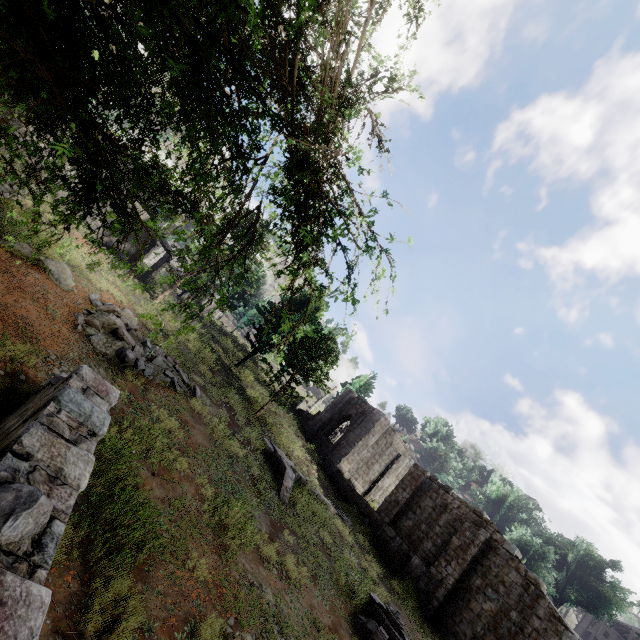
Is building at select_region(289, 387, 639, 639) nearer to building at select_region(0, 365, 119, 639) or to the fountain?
the fountain

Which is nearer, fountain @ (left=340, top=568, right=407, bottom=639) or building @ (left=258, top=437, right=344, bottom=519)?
fountain @ (left=340, top=568, right=407, bottom=639)

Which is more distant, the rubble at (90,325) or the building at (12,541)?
the rubble at (90,325)

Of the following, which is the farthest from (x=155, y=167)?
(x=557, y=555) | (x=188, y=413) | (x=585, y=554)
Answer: (x=585, y=554)

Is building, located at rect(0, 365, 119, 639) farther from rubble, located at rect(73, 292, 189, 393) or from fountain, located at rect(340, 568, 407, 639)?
fountain, located at rect(340, 568, 407, 639)

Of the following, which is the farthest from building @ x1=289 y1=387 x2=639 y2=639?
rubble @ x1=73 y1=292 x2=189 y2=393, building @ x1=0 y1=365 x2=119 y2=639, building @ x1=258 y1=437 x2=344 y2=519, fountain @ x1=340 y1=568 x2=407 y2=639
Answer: building @ x1=0 y1=365 x2=119 y2=639

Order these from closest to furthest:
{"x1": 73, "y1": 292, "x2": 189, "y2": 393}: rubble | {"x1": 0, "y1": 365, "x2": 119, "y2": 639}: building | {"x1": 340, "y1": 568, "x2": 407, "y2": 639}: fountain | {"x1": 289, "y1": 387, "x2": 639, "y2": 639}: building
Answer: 1. {"x1": 0, "y1": 365, "x2": 119, "y2": 639}: building
2. {"x1": 340, "y1": 568, "x2": 407, "y2": 639}: fountain
3. {"x1": 73, "y1": 292, "x2": 189, "y2": 393}: rubble
4. {"x1": 289, "y1": 387, "x2": 639, "y2": 639}: building

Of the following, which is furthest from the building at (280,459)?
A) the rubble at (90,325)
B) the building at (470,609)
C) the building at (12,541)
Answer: the building at (12,541)
